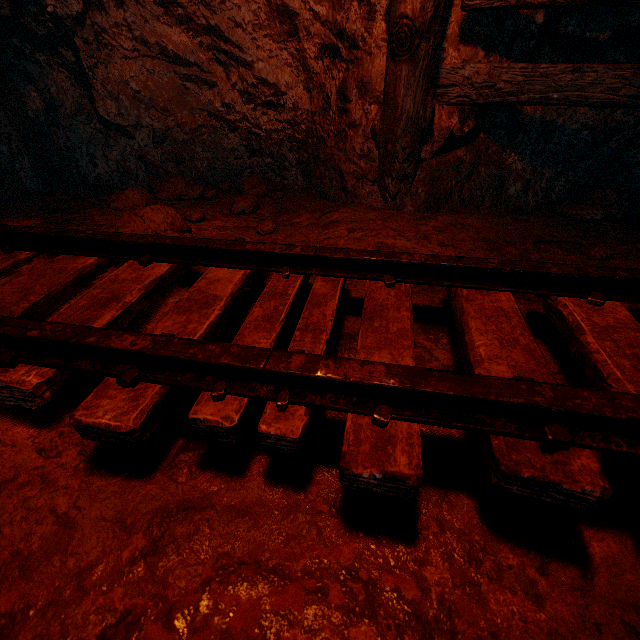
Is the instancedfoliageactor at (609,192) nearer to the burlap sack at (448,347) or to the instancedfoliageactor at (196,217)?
the burlap sack at (448,347)

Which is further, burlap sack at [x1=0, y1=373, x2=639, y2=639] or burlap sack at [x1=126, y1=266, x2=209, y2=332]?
burlap sack at [x1=126, y1=266, x2=209, y2=332]

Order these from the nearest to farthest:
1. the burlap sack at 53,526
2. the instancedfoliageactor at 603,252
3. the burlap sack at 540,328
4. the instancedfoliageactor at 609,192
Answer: the burlap sack at 53,526
the burlap sack at 540,328
the instancedfoliageactor at 603,252
the instancedfoliageactor at 609,192

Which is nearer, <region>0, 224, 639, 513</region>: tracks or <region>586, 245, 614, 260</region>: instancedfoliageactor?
<region>0, 224, 639, 513</region>: tracks

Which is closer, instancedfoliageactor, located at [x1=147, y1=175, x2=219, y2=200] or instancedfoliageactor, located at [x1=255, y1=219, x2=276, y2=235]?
instancedfoliageactor, located at [x1=255, y1=219, x2=276, y2=235]

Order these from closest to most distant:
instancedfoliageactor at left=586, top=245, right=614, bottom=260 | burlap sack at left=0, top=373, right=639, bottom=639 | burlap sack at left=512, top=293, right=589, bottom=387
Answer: burlap sack at left=0, top=373, right=639, bottom=639, burlap sack at left=512, top=293, right=589, bottom=387, instancedfoliageactor at left=586, top=245, right=614, bottom=260

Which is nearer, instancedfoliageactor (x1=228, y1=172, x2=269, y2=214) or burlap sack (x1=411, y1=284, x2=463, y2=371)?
burlap sack (x1=411, y1=284, x2=463, y2=371)

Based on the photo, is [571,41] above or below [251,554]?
above
